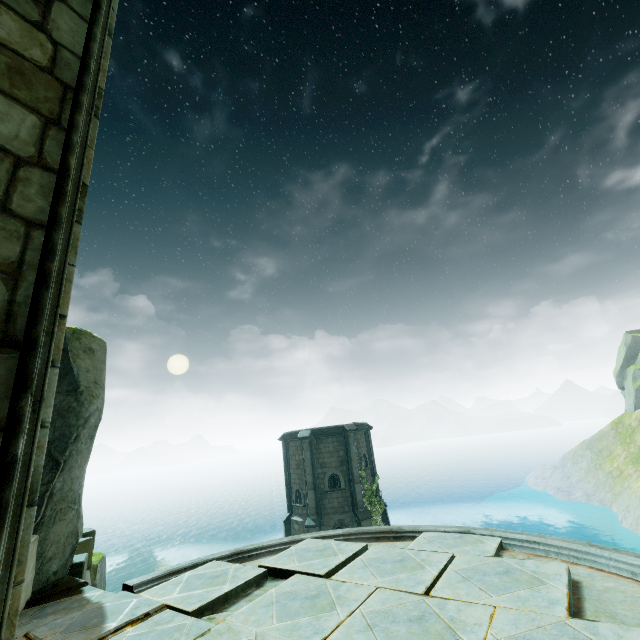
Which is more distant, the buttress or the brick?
the brick

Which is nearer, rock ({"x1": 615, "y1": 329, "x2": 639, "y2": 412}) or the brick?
the brick

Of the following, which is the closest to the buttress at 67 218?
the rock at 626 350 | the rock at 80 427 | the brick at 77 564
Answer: the rock at 80 427

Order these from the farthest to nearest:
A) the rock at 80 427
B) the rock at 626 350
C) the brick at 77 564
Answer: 1. the rock at 626 350
2. the brick at 77 564
3. the rock at 80 427

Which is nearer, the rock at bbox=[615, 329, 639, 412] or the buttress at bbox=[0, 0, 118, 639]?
the buttress at bbox=[0, 0, 118, 639]

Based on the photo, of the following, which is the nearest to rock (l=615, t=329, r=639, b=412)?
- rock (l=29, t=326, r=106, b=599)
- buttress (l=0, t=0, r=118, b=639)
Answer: rock (l=29, t=326, r=106, b=599)

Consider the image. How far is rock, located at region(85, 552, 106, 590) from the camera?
8.76m

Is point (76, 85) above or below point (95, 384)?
above
